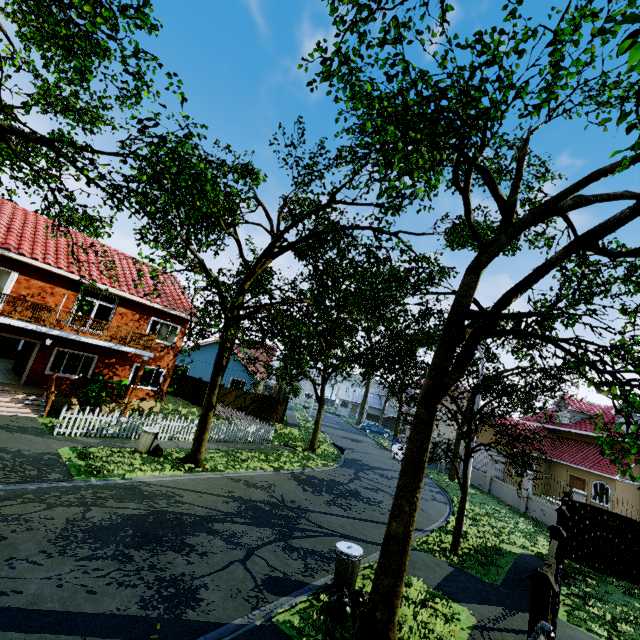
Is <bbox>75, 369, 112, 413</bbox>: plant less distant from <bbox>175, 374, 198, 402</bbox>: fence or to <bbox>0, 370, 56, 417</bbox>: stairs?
<bbox>0, 370, 56, 417</bbox>: stairs

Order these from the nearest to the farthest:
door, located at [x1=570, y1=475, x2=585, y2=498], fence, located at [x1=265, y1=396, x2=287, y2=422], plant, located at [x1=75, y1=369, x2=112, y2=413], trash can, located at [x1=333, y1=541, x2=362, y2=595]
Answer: trash can, located at [x1=333, y1=541, x2=362, y2=595], plant, located at [x1=75, y1=369, x2=112, y2=413], door, located at [x1=570, y1=475, x2=585, y2=498], fence, located at [x1=265, y1=396, x2=287, y2=422]

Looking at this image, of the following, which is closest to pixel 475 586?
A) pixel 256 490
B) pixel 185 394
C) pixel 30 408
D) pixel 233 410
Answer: pixel 256 490

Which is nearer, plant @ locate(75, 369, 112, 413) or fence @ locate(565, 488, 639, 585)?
fence @ locate(565, 488, 639, 585)

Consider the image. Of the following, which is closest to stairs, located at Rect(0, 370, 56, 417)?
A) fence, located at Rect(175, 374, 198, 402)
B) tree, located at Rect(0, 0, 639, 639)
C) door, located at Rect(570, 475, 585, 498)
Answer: fence, located at Rect(175, 374, 198, 402)

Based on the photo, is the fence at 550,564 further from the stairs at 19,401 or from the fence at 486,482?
the stairs at 19,401

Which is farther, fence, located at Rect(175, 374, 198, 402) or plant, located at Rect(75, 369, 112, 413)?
fence, located at Rect(175, 374, 198, 402)

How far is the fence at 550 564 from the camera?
5.11m
